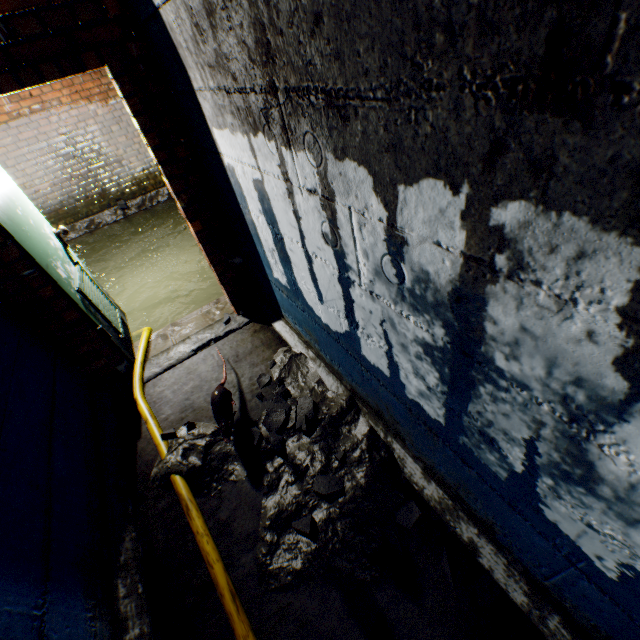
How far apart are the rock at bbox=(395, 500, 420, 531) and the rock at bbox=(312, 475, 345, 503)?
0.27m

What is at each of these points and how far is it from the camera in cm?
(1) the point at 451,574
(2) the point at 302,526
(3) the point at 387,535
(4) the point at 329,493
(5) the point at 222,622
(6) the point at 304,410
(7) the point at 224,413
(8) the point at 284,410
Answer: (1) rock, 151
(2) rock, 165
(3) rock, 169
(4) rock, 175
(5) building tunnel, 161
(6) rock, 223
(7) rat, 227
(8) rock, 229

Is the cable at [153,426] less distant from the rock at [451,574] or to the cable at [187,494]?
the cable at [187,494]

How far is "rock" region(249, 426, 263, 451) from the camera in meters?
2.2 m

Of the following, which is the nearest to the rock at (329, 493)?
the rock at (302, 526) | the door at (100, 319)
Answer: the rock at (302, 526)

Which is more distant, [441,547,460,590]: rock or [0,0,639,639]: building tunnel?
[441,547,460,590]: rock

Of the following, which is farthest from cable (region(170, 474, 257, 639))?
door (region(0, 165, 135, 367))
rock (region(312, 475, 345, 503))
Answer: door (region(0, 165, 135, 367))

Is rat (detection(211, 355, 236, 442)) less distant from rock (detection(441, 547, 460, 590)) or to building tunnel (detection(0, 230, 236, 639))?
building tunnel (detection(0, 230, 236, 639))
